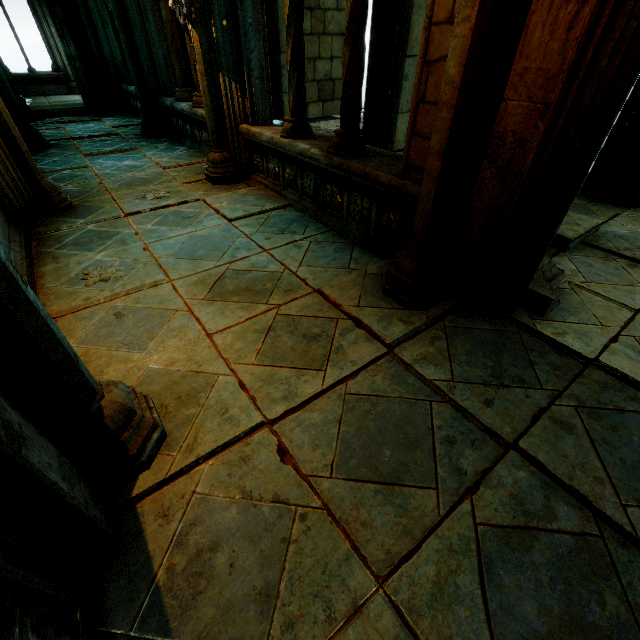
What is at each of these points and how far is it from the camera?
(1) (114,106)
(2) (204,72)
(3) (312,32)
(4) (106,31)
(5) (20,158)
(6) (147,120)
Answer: (1) stone column, 10.0m
(2) stone column, 4.3m
(3) buttress, 8.5m
(4) archway, 8.9m
(5) stone column, 3.7m
(6) stone column, 7.4m

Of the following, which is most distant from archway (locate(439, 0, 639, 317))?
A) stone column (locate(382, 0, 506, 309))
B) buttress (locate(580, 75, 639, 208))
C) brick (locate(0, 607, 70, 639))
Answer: buttress (locate(580, 75, 639, 208))

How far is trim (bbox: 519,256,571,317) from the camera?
2.5m

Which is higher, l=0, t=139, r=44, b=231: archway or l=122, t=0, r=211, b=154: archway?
l=122, t=0, r=211, b=154: archway

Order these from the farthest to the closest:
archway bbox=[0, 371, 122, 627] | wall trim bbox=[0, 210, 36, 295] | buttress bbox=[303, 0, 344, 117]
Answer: buttress bbox=[303, 0, 344, 117]
wall trim bbox=[0, 210, 36, 295]
archway bbox=[0, 371, 122, 627]

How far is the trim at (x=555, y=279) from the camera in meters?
2.5 m

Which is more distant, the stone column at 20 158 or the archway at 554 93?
the stone column at 20 158

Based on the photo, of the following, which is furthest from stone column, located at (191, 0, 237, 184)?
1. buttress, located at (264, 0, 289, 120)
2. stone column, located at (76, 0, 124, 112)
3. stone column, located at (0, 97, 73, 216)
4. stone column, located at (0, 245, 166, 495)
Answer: stone column, located at (76, 0, 124, 112)
